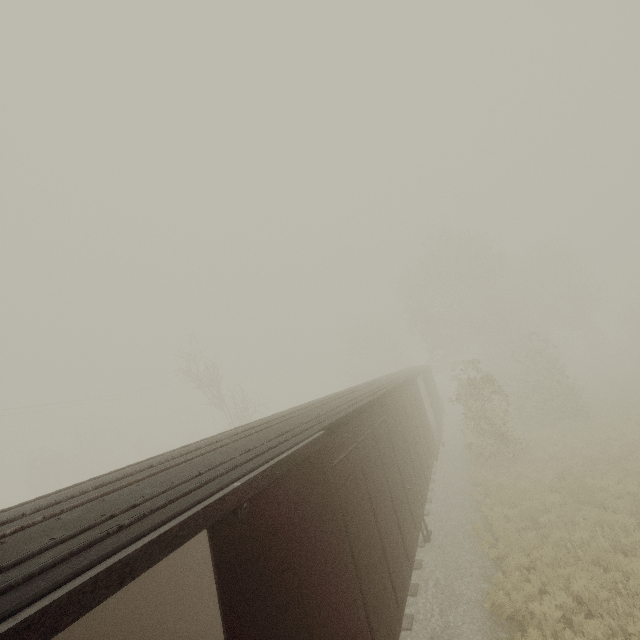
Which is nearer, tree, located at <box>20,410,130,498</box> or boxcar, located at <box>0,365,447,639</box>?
boxcar, located at <box>0,365,447,639</box>

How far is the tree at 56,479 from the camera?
40.4m

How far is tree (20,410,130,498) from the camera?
40.38m

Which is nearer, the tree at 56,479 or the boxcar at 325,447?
the boxcar at 325,447

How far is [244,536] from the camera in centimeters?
294cm
